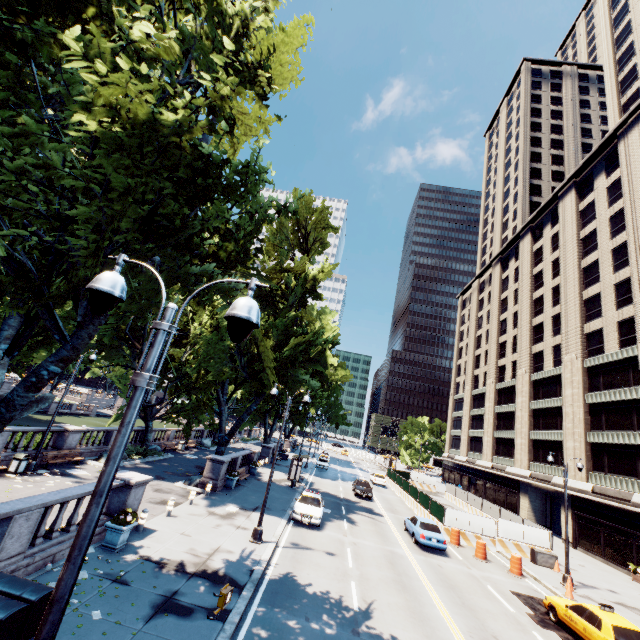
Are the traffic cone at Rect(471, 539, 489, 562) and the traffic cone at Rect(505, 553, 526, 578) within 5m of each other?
yes

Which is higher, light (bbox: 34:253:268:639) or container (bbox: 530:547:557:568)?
light (bbox: 34:253:268:639)

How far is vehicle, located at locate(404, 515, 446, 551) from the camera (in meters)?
20.28

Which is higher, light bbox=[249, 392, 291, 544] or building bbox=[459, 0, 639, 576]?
building bbox=[459, 0, 639, 576]

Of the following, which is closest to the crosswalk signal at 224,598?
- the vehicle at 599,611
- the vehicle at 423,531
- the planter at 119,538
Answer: the planter at 119,538

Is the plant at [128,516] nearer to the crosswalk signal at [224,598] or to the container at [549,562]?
the crosswalk signal at [224,598]

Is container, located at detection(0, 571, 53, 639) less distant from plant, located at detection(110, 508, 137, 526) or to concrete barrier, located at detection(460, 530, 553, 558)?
plant, located at detection(110, 508, 137, 526)

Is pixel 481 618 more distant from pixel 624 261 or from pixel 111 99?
pixel 624 261
